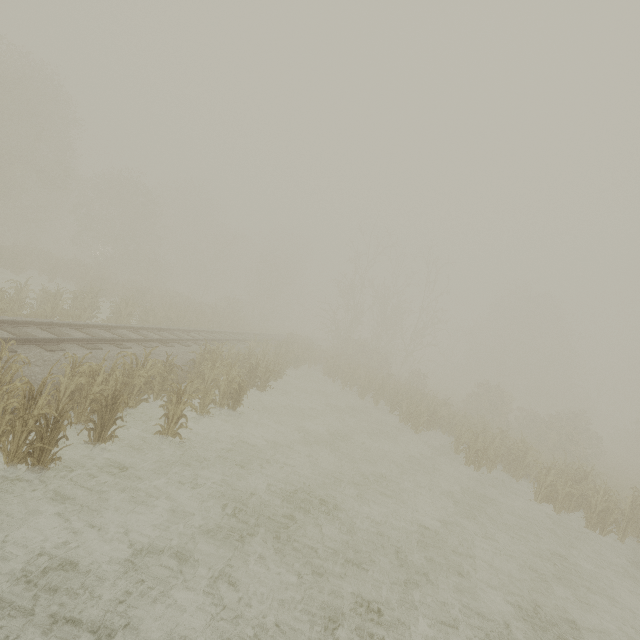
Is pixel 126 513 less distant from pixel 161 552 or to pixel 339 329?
pixel 161 552
